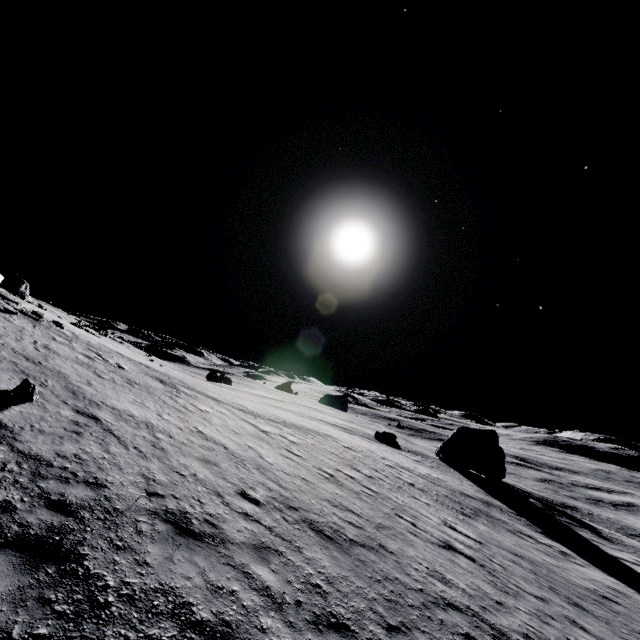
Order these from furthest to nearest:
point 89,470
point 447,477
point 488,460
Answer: point 488,460 → point 447,477 → point 89,470

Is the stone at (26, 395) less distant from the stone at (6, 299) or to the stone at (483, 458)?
Answer: the stone at (6, 299)

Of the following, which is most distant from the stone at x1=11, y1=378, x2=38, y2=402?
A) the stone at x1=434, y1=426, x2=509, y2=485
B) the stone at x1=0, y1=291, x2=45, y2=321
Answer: the stone at x1=434, y1=426, x2=509, y2=485

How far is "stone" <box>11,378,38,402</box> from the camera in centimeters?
900cm

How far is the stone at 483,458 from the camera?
40.0 meters

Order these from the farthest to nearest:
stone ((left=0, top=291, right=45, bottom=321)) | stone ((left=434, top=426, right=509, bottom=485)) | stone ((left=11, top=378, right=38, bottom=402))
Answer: stone ((left=434, top=426, right=509, bottom=485)), stone ((left=0, top=291, right=45, bottom=321)), stone ((left=11, top=378, right=38, bottom=402))
